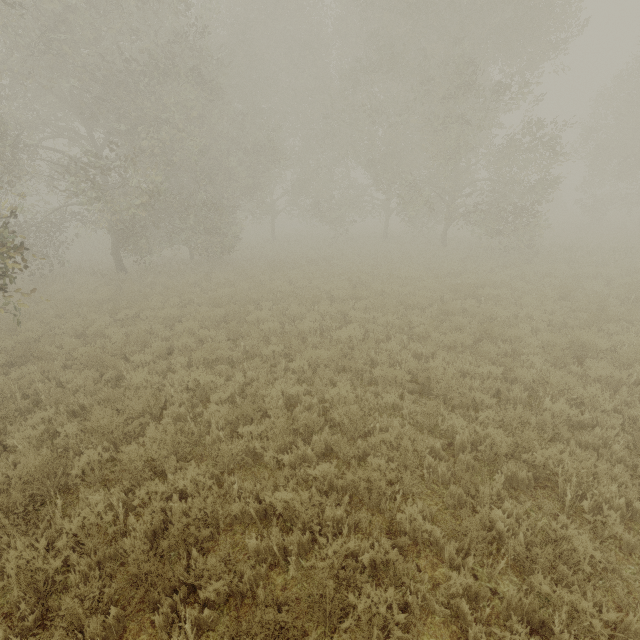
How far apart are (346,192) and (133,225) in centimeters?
1718cm
